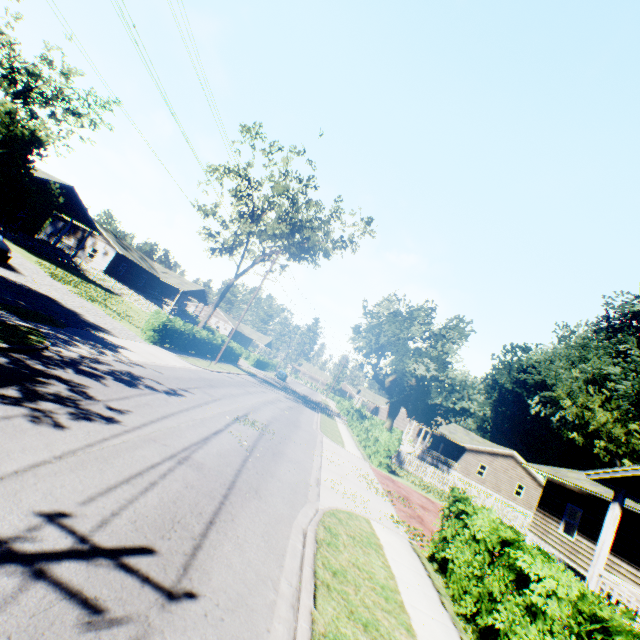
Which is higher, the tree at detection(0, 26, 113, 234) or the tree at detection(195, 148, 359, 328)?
the tree at detection(195, 148, 359, 328)

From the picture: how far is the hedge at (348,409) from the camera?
20.1 meters

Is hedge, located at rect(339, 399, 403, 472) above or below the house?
below

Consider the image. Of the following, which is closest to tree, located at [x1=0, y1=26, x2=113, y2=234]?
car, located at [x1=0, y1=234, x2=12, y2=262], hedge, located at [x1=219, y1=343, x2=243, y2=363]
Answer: hedge, located at [x1=219, y1=343, x2=243, y2=363]

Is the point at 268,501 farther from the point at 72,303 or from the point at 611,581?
the point at 72,303

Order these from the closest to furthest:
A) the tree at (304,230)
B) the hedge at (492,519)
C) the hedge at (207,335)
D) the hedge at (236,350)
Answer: the hedge at (492,519) → the hedge at (207,335) → the tree at (304,230) → the hedge at (236,350)

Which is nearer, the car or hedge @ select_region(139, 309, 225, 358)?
the car

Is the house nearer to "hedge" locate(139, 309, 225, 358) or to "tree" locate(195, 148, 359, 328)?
"tree" locate(195, 148, 359, 328)
